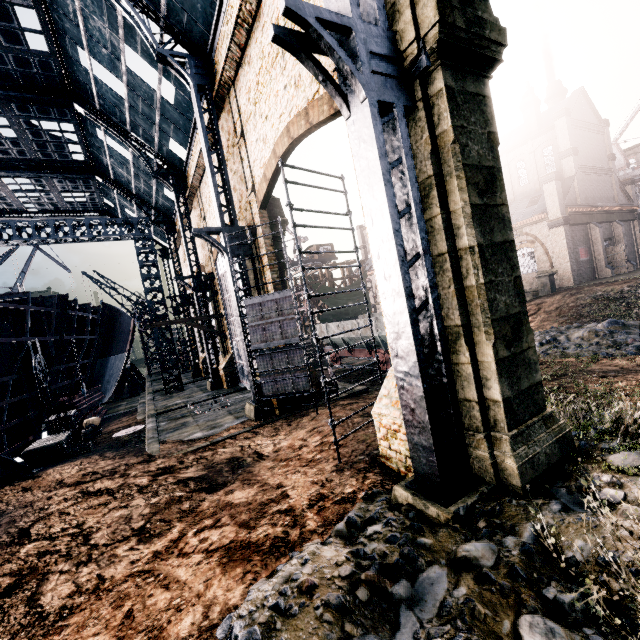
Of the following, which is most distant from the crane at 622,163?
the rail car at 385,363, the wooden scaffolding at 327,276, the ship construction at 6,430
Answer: the ship construction at 6,430

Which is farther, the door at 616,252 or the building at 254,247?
the door at 616,252

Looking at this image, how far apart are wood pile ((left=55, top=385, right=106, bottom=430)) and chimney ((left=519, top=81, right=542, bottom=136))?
52.26m

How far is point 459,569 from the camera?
4.77m

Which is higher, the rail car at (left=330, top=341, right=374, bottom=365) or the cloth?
the cloth

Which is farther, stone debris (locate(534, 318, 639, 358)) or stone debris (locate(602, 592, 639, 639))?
stone debris (locate(534, 318, 639, 358))

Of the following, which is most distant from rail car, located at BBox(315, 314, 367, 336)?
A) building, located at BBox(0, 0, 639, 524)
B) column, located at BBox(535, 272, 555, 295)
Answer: column, located at BBox(535, 272, 555, 295)

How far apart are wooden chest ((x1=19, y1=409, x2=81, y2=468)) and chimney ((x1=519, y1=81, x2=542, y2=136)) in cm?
5152
